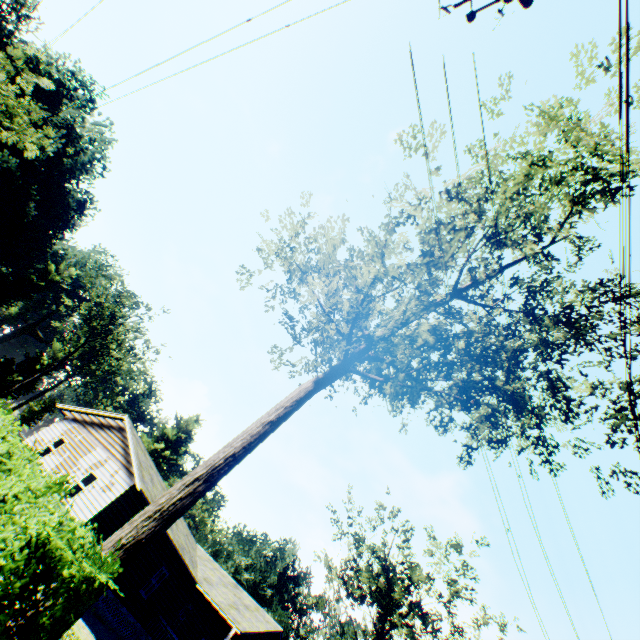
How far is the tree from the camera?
7.79m

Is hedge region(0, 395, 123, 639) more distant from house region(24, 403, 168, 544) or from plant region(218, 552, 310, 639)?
plant region(218, 552, 310, 639)

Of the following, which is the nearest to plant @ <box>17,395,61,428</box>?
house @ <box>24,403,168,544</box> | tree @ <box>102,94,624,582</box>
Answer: tree @ <box>102,94,624,582</box>

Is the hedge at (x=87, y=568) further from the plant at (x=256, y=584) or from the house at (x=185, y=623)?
the plant at (x=256, y=584)

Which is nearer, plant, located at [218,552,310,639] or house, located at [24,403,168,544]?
house, located at [24,403,168,544]

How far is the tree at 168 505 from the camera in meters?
7.8 m

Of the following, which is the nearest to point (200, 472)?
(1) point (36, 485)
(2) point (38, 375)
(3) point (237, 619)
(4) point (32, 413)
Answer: (1) point (36, 485)
